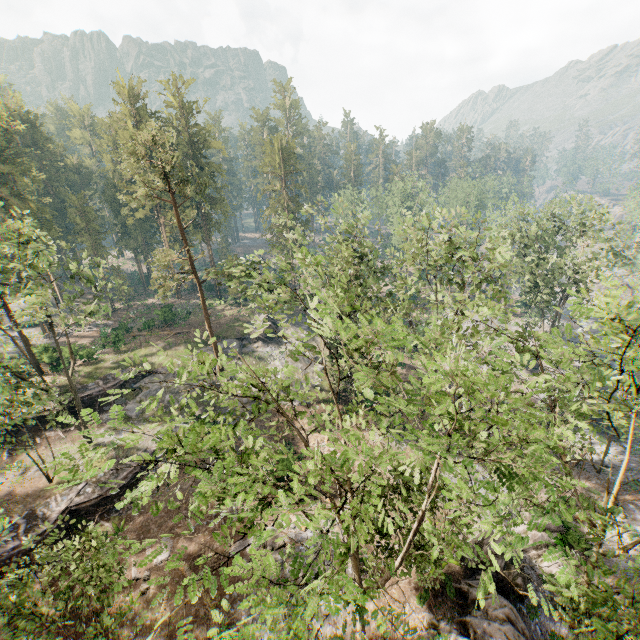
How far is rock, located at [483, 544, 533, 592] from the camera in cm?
1811

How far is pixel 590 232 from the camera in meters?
33.6 m

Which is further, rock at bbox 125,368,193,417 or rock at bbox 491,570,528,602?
rock at bbox 125,368,193,417

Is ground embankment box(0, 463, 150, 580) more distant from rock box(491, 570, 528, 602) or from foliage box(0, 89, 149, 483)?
rock box(491, 570, 528, 602)

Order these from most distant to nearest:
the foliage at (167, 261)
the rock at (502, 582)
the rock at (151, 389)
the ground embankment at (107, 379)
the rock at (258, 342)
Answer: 1. the rock at (258, 342)
2. the rock at (151, 389)
3. the ground embankment at (107, 379)
4. the rock at (502, 582)
5. the foliage at (167, 261)

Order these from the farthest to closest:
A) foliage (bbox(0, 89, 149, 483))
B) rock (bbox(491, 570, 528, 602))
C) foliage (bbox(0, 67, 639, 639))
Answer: rock (bbox(491, 570, 528, 602)) → foliage (bbox(0, 89, 149, 483)) → foliage (bbox(0, 67, 639, 639))

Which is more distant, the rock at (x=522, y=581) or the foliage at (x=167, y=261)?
the rock at (x=522, y=581)

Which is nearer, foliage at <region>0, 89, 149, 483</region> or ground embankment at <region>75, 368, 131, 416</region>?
foliage at <region>0, 89, 149, 483</region>
